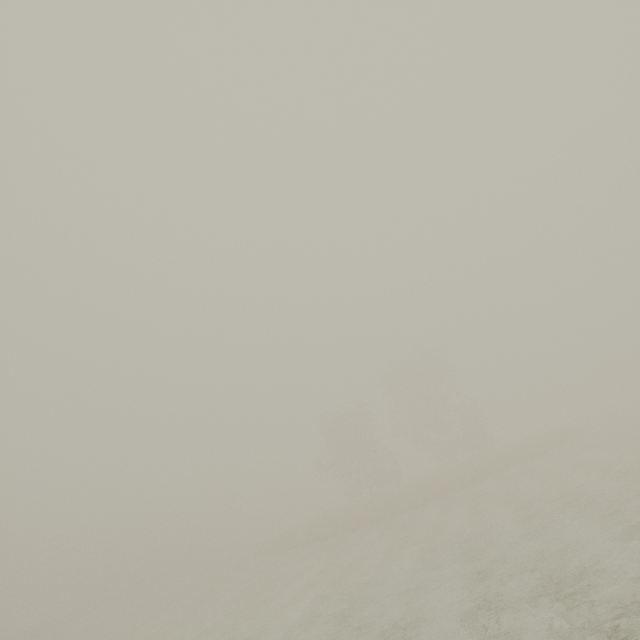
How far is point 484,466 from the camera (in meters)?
31.77
